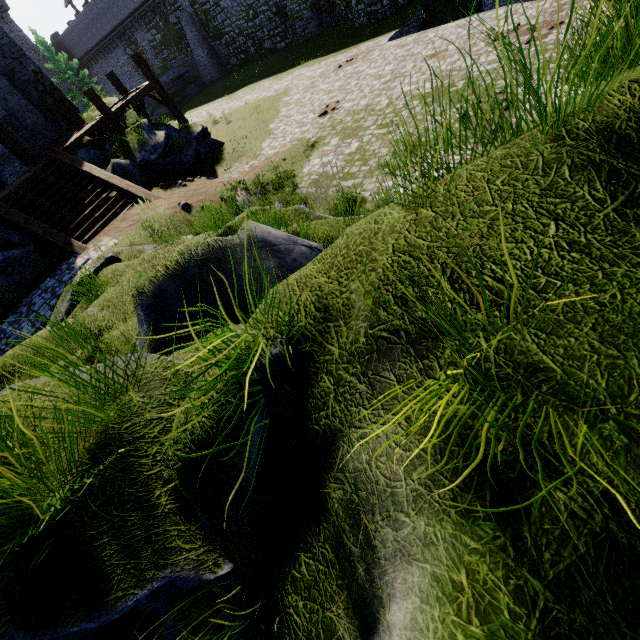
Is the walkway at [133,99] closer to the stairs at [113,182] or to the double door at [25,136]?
the double door at [25,136]

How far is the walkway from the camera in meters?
13.9 m

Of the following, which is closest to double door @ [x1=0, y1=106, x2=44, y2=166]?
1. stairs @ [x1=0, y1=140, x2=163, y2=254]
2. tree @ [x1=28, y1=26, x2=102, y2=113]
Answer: stairs @ [x1=0, y1=140, x2=163, y2=254]

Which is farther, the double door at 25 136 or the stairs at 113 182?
the double door at 25 136

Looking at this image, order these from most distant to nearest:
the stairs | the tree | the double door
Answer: the tree → the double door → the stairs

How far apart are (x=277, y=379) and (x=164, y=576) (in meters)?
1.24

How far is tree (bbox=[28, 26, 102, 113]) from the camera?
33.2 meters

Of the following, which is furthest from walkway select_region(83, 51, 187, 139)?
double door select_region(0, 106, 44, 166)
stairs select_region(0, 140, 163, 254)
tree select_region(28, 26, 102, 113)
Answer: tree select_region(28, 26, 102, 113)
